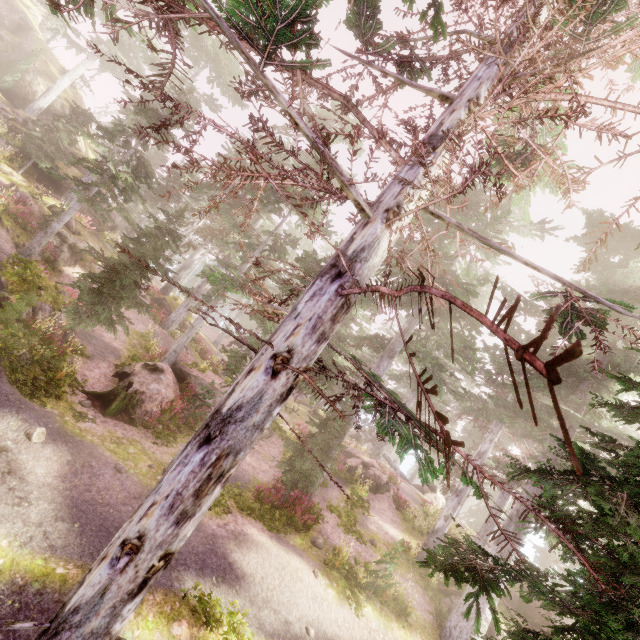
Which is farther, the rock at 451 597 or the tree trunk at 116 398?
the rock at 451 597

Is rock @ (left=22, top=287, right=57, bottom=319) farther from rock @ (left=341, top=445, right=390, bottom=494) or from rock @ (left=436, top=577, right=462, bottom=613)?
rock @ (left=341, top=445, right=390, bottom=494)

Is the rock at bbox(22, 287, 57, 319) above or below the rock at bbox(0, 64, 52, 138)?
below

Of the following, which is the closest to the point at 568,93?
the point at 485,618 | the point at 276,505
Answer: the point at 276,505

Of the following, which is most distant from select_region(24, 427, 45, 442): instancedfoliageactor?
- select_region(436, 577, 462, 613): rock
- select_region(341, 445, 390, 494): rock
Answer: select_region(341, 445, 390, 494): rock

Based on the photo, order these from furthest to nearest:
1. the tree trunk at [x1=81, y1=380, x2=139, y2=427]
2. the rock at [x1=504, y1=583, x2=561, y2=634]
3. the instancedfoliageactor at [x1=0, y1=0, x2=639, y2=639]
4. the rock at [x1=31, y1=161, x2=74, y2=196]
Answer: the rock at [x1=31, y1=161, x2=74, y2=196] → the rock at [x1=504, y1=583, x2=561, y2=634] → the tree trunk at [x1=81, y1=380, x2=139, y2=427] → the instancedfoliageactor at [x1=0, y1=0, x2=639, y2=639]

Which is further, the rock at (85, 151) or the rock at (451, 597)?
the rock at (85, 151)

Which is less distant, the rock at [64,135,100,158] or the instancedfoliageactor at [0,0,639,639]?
the instancedfoliageactor at [0,0,639,639]
